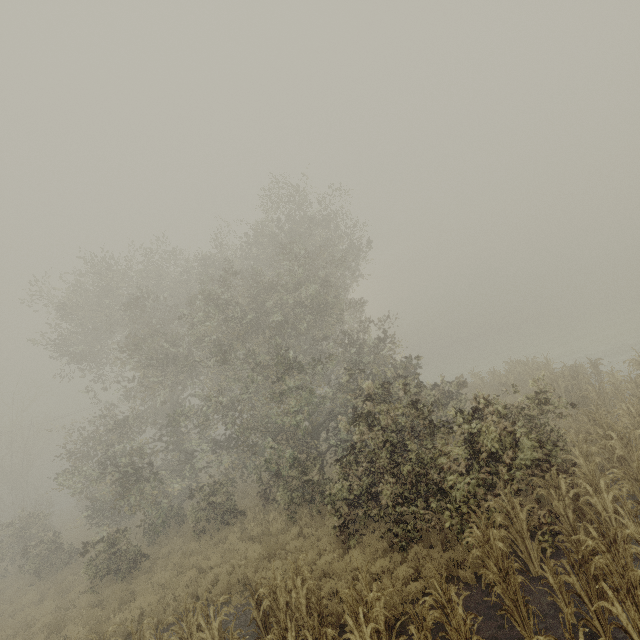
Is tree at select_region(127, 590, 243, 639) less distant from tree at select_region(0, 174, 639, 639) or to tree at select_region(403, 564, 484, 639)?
tree at select_region(403, 564, 484, 639)

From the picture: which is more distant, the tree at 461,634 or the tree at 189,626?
the tree at 189,626

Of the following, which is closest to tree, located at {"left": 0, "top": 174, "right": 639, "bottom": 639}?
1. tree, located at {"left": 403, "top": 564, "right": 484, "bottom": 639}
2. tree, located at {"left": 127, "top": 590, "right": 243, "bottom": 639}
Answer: tree, located at {"left": 403, "top": 564, "right": 484, "bottom": 639}

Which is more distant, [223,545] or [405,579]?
[223,545]

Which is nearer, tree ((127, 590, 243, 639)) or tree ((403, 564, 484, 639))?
tree ((403, 564, 484, 639))

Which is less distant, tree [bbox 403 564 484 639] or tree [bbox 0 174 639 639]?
tree [bbox 403 564 484 639]

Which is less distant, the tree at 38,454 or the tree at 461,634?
the tree at 461,634
